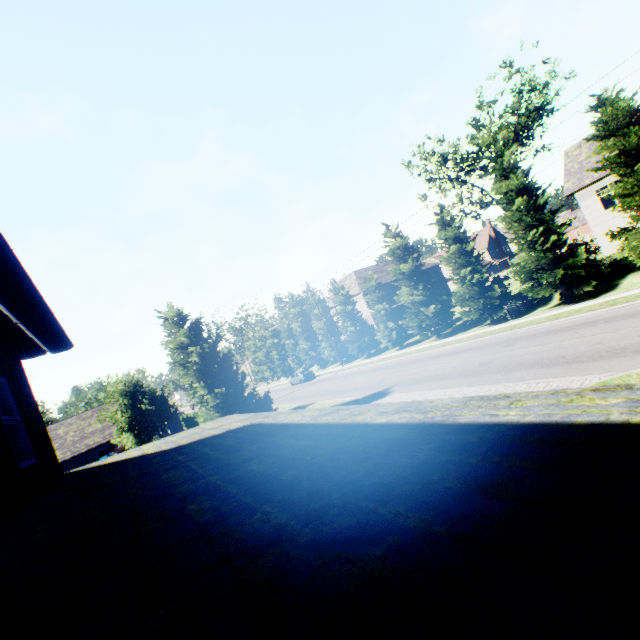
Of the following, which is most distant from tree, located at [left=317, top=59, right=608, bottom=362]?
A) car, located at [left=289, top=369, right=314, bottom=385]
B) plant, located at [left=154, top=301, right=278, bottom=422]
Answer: plant, located at [left=154, top=301, right=278, bottom=422]

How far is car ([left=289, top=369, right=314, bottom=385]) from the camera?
41.9m

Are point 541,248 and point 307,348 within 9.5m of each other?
no

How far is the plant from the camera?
19.0 meters

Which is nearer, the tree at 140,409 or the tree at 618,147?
the tree at 618,147

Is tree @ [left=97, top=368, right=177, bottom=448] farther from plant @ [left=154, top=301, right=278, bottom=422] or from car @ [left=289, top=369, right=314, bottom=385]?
plant @ [left=154, top=301, right=278, bottom=422]

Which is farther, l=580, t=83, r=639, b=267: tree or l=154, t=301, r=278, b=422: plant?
l=154, t=301, r=278, b=422: plant

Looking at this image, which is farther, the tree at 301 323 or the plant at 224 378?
the tree at 301 323
